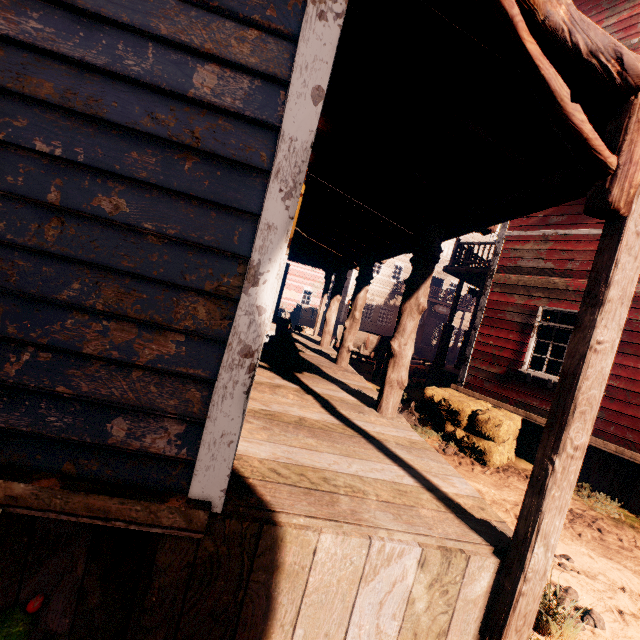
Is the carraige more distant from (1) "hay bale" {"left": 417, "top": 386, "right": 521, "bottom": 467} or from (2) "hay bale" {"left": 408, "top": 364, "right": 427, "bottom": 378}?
(1) "hay bale" {"left": 417, "top": 386, "right": 521, "bottom": 467}

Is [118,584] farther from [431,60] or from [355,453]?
[431,60]

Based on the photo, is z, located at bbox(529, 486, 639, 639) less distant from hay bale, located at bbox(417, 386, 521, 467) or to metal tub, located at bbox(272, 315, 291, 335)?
hay bale, located at bbox(417, 386, 521, 467)

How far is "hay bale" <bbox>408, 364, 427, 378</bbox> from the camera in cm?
1456

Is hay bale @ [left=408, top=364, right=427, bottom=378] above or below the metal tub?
below

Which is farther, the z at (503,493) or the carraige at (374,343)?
the carraige at (374,343)

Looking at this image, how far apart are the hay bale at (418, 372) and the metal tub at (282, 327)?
7.0m

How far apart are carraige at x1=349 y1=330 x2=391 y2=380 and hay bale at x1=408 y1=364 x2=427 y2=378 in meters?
1.4
